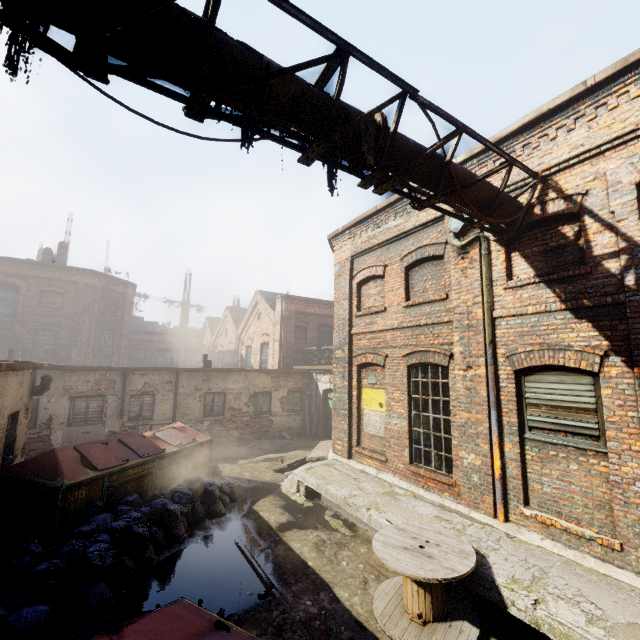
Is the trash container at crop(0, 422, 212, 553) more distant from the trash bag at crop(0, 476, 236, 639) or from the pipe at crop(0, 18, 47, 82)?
the pipe at crop(0, 18, 47, 82)

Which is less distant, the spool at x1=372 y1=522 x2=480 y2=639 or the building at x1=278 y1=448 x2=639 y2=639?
the building at x1=278 y1=448 x2=639 y2=639

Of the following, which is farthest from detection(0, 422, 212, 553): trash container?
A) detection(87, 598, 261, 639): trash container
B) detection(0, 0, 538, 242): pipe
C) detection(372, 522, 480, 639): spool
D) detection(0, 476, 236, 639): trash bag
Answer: detection(0, 0, 538, 242): pipe

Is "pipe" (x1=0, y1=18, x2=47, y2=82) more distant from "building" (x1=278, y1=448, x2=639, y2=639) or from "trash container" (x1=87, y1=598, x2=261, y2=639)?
"building" (x1=278, y1=448, x2=639, y2=639)

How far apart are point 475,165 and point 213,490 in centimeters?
986cm

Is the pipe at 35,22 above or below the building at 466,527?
above

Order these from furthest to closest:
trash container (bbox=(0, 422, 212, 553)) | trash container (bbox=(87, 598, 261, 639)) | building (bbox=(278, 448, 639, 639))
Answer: trash container (bbox=(0, 422, 212, 553)) → building (bbox=(278, 448, 639, 639)) → trash container (bbox=(87, 598, 261, 639))

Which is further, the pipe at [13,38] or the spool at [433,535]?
the spool at [433,535]
